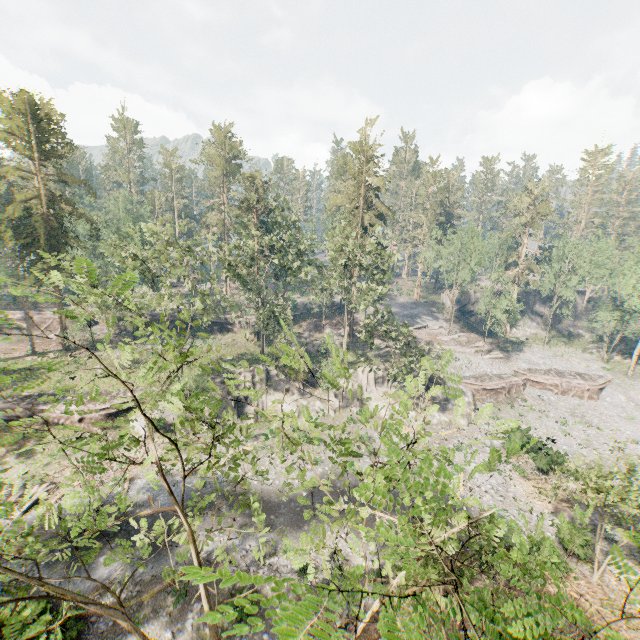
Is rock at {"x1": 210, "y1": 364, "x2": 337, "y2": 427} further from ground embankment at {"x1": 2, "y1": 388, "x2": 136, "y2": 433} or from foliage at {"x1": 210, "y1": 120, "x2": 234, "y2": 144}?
foliage at {"x1": 210, "y1": 120, "x2": 234, "y2": 144}

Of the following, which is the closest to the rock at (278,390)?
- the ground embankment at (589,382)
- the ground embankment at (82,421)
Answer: the ground embankment at (82,421)

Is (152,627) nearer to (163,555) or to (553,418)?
(163,555)

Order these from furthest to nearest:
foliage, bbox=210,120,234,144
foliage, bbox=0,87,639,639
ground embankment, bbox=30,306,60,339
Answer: foliage, bbox=210,120,234,144
ground embankment, bbox=30,306,60,339
foliage, bbox=0,87,639,639

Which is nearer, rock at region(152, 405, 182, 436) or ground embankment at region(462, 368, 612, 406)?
rock at region(152, 405, 182, 436)

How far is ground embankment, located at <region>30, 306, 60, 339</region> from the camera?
51.50m

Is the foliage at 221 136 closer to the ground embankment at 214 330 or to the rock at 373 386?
the rock at 373 386

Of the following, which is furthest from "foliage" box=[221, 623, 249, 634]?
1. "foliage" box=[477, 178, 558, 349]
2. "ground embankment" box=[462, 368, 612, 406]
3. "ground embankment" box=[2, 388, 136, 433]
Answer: "foliage" box=[477, 178, 558, 349]
